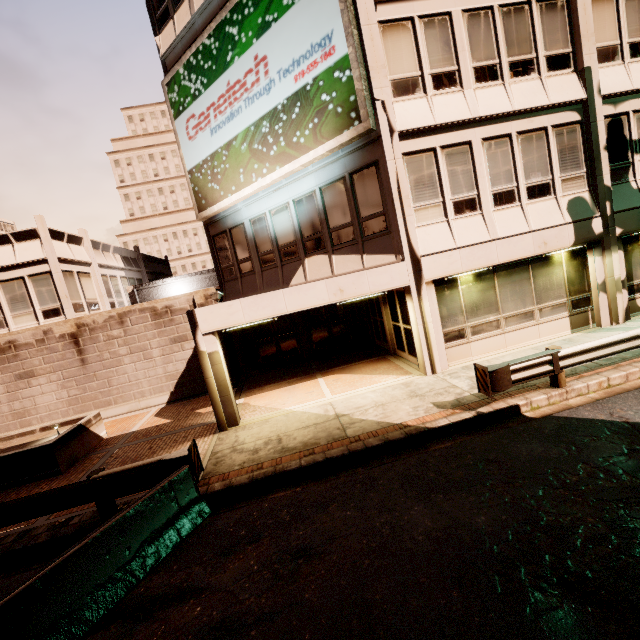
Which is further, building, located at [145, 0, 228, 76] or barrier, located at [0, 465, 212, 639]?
building, located at [145, 0, 228, 76]

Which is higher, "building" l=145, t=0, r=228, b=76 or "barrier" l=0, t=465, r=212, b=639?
"building" l=145, t=0, r=228, b=76

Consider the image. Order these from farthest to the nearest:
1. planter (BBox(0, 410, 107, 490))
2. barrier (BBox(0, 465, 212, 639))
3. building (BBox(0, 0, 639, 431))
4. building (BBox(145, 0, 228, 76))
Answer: building (BBox(145, 0, 228, 76)) < building (BBox(0, 0, 639, 431)) < planter (BBox(0, 410, 107, 490)) < barrier (BBox(0, 465, 212, 639))

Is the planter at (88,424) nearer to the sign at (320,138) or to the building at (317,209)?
the building at (317,209)

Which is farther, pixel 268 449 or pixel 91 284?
pixel 91 284

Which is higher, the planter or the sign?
the sign

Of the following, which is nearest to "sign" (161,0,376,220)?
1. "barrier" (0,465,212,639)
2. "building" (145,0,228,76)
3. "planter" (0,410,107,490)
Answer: "building" (145,0,228,76)

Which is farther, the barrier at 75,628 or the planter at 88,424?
the planter at 88,424
